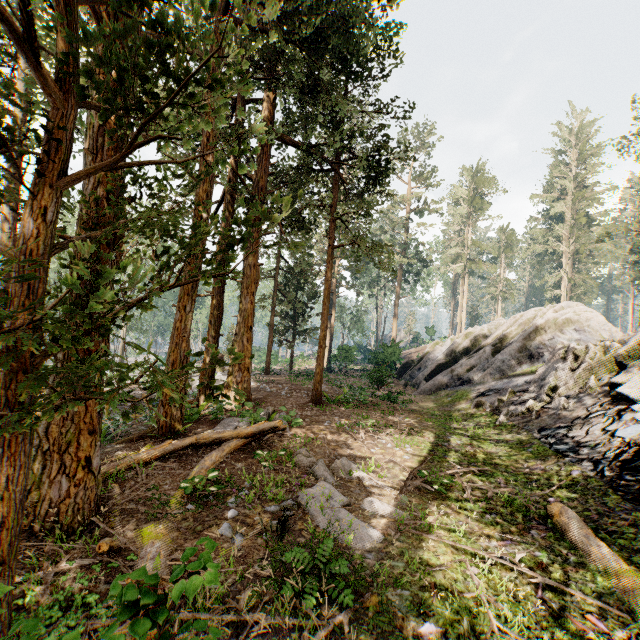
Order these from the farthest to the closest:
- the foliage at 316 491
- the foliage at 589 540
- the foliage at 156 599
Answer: the foliage at 316 491
the foliage at 589 540
the foliage at 156 599

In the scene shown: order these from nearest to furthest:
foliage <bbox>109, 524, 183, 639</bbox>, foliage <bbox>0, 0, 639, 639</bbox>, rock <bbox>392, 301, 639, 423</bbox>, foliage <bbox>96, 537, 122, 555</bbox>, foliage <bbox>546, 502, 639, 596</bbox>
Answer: foliage <bbox>109, 524, 183, 639</bbox> → foliage <bbox>0, 0, 639, 639</bbox> → foliage <bbox>96, 537, 122, 555</bbox> → foliage <bbox>546, 502, 639, 596</bbox> → rock <bbox>392, 301, 639, 423</bbox>

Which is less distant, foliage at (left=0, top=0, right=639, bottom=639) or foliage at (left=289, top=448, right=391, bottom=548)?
foliage at (left=0, top=0, right=639, bottom=639)

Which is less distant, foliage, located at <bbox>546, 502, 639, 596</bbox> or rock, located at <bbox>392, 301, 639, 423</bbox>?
foliage, located at <bbox>546, 502, 639, 596</bbox>

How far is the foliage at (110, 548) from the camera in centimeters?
409cm

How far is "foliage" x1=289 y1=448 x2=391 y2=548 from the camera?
5.5m

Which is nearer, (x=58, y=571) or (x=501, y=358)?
(x=58, y=571)
